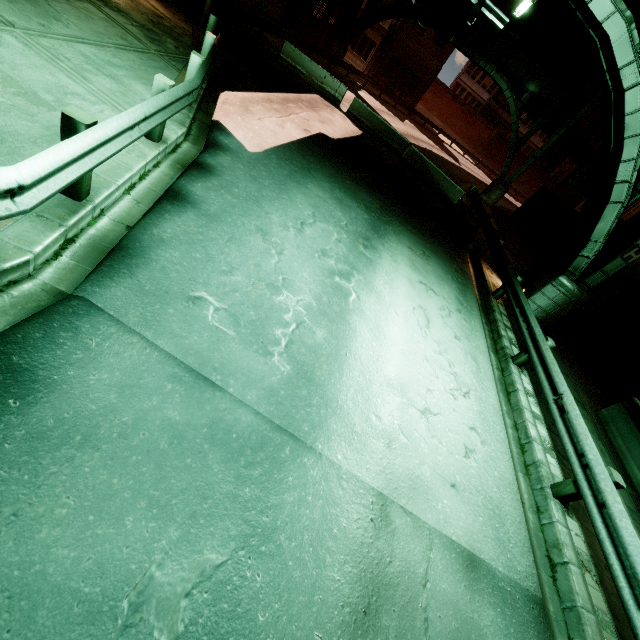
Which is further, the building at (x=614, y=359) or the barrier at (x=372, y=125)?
the barrier at (x=372, y=125)

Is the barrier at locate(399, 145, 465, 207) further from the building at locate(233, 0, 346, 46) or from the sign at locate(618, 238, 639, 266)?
the building at locate(233, 0, 346, 46)

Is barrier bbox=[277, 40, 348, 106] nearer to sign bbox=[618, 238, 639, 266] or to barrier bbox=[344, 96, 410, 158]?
barrier bbox=[344, 96, 410, 158]

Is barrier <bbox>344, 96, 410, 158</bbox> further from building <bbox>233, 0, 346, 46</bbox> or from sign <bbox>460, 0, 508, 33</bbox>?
sign <bbox>460, 0, 508, 33</bbox>

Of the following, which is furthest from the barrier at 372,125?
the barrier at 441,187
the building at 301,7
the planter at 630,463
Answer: the planter at 630,463

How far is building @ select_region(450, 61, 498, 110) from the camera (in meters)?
57.33

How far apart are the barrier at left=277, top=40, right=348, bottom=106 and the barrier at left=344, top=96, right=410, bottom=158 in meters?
0.9

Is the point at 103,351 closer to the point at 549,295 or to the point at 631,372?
the point at 549,295
